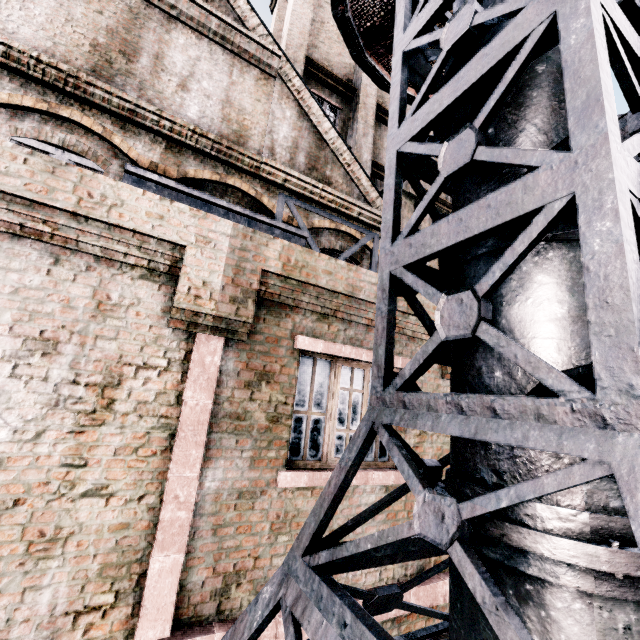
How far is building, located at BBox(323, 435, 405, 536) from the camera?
4.34m

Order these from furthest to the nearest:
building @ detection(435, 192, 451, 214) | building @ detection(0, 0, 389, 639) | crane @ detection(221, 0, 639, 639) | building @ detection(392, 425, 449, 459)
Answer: building @ detection(435, 192, 451, 214), building @ detection(392, 425, 449, 459), building @ detection(0, 0, 389, 639), crane @ detection(221, 0, 639, 639)

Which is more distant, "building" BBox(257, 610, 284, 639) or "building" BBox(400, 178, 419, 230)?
"building" BBox(400, 178, 419, 230)

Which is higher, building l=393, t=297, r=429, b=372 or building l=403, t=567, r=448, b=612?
building l=393, t=297, r=429, b=372

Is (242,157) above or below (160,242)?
above

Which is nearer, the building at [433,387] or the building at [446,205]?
the building at [433,387]
